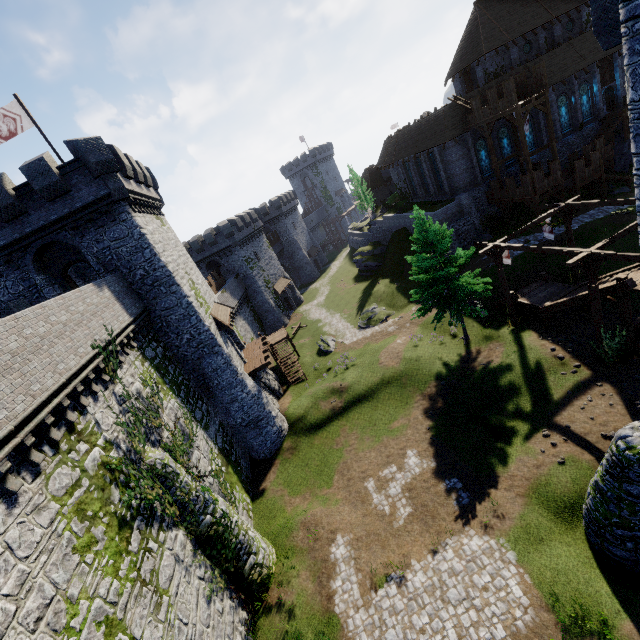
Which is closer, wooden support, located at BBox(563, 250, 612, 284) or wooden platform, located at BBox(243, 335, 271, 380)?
wooden support, located at BBox(563, 250, 612, 284)

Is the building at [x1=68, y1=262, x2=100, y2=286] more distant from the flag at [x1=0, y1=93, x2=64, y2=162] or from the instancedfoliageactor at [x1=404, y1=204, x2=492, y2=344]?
the instancedfoliageactor at [x1=404, y1=204, x2=492, y2=344]

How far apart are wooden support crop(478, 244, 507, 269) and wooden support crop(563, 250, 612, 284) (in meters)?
3.68

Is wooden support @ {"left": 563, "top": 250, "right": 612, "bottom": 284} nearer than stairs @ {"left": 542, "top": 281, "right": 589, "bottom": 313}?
Yes

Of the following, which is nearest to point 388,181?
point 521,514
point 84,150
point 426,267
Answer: point 426,267

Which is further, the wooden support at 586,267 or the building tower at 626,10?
the wooden support at 586,267

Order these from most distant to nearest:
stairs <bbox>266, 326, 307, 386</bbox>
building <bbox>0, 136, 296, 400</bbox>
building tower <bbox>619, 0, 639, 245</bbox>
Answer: stairs <bbox>266, 326, 307, 386</bbox>
building <bbox>0, 136, 296, 400</bbox>
building tower <bbox>619, 0, 639, 245</bbox>

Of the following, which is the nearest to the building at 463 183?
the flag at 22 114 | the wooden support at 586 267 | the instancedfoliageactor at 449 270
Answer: the instancedfoliageactor at 449 270
